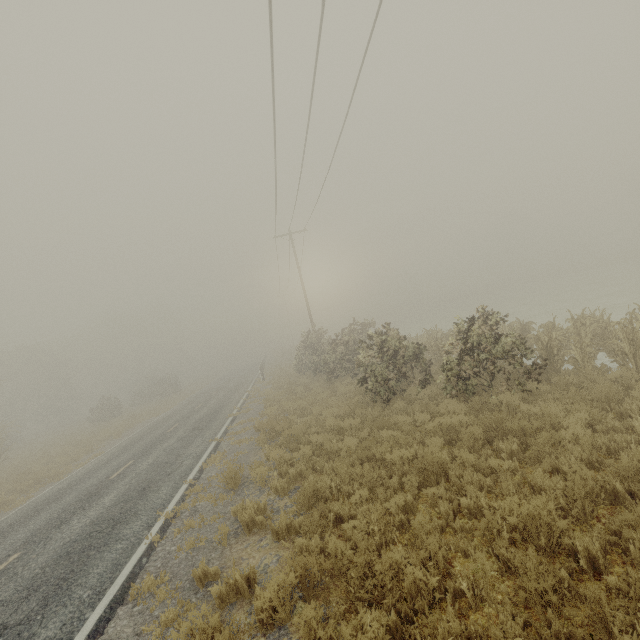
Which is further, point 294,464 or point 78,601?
point 294,464
